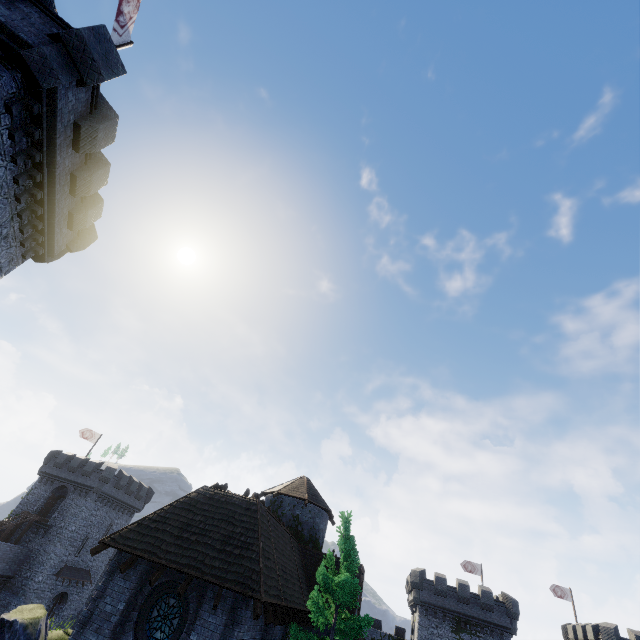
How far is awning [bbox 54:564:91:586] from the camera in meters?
37.7

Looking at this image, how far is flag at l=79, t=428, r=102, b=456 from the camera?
45.8m

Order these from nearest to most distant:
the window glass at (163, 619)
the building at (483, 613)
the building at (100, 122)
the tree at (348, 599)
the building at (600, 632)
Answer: the building at (100, 122), the window glass at (163, 619), the tree at (348, 599), the building at (600, 632), the building at (483, 613)

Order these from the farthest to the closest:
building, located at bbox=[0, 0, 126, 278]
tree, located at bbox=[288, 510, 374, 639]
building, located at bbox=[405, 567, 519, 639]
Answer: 1. building, located at bbox=[405, 567, 519, 639]
2. tree, located at bbox=[288, 510, 374, 639]
3. building, located at bbox=[0, 0, 126, 278]

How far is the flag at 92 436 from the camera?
45.8 meters

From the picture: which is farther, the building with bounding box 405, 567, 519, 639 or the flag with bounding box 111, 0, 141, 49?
the building with bounding box 405, 567, 519, 639

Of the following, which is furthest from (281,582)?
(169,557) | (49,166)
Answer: (49,166)

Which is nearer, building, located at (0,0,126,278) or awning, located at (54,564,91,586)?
building, located at (0,0,126,278)
